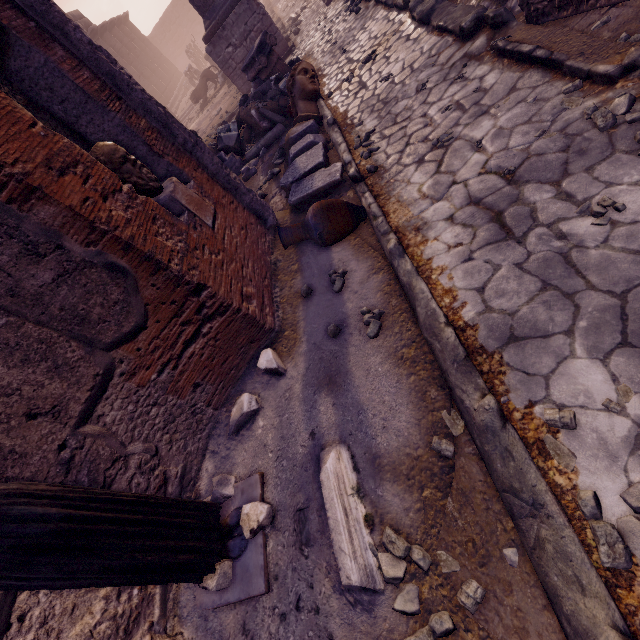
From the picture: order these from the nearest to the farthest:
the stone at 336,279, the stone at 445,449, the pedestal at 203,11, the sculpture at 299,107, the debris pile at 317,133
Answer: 1. the stone at 445,449
2. the stone at 336,279
3. the debris pile at 317,133
4. the sculpture at 299,107
5. the pedestal at 203,11

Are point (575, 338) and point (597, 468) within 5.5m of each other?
yes

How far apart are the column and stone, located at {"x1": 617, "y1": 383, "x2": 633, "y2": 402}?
34.65m

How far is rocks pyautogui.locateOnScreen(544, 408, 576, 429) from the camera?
2.0m

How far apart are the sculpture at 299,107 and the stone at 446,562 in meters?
7.0 m

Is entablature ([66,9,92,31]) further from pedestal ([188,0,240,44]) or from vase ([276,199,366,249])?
vase ([276,199,366,249])

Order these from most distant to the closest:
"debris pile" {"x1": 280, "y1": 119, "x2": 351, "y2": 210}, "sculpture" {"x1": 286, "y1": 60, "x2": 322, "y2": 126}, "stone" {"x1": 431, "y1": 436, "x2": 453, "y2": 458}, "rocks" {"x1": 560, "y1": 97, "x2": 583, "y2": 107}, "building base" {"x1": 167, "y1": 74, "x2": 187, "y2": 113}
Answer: "building base" {"x1": 167, "y1": 74, "x2": 187, "y2": 113}, "sculpture" {"x1": 286, "y1": 60, "x2": 322, "y2": 126}, "debris pile" {"x1": 280, "y1": 119, "x2": 351, "y2": 210}, "rocks" {"x1": 560, "y1": 97, "x2": 583, "y2": 107}, "stone" {"x1": 431, "y1": 436, "x2": 453, "y2": 458}

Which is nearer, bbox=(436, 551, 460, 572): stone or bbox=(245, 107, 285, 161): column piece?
bbox=(436, 551, 460, 572): stone
